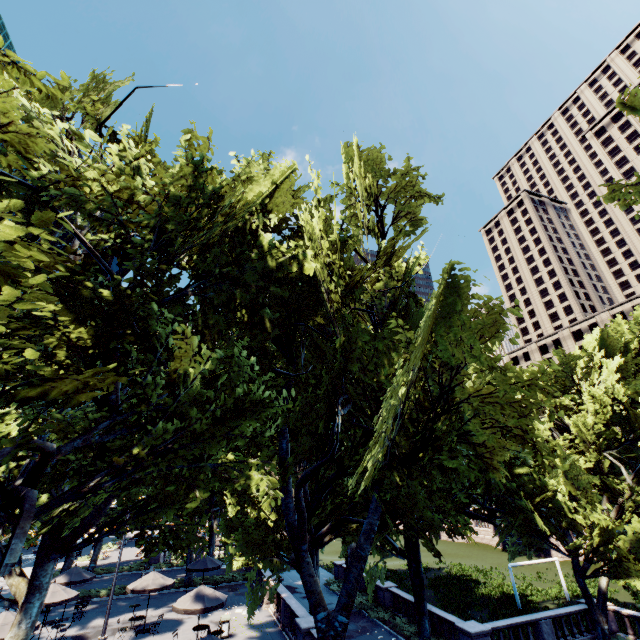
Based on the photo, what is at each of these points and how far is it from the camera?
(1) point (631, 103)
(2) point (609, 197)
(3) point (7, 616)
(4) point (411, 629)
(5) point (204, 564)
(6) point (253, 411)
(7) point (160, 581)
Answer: (1) tree, 10.8 meters
(2) tree, 10.0 meters
(3) umbrella, 14.6 meters
(4) bush, 21.4 meters
(5) umbrella, 25.3 meters
(6) tree, 9.6 meters
(7) umbrella, 20.8 meters

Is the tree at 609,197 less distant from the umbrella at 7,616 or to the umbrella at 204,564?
the umbrella at 204,564

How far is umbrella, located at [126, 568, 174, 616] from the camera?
19.9 meters

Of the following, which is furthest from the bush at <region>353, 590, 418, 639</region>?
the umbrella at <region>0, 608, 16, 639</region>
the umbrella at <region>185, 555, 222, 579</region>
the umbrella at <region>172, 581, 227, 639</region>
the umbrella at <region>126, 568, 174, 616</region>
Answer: the umbrella at <region>0, 608, 16, 639</region>

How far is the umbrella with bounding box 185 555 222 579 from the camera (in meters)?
24.83

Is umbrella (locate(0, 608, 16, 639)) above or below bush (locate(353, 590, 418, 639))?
above

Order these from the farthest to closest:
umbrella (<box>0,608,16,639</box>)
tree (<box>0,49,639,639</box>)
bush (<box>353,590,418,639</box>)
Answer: bush (<box>353,590,418,639</box>)
umbrella (<box>0,608,16,639</box>)
tree (<box>0,49,639,639</box>)

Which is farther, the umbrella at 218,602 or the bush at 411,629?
the bush at 411,629
